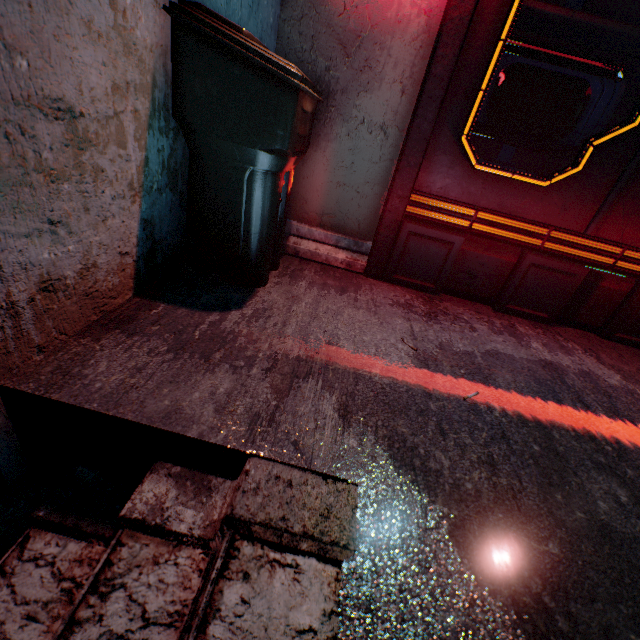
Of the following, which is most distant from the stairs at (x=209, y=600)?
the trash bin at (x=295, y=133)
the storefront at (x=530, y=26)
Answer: the storefront at (x=530, y=26)

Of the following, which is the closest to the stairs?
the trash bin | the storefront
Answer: the trash bin

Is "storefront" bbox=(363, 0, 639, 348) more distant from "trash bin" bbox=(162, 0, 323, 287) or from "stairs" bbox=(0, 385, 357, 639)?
"stairs" bbox=(0, 385, 357, 639)

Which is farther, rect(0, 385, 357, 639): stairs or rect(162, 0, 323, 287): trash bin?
rect(162, 0, 323, 287): trash bin

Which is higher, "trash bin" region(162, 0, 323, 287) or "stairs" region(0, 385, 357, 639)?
"trash bin" region(162, 0, 323, 287)

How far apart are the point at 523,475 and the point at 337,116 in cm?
192
